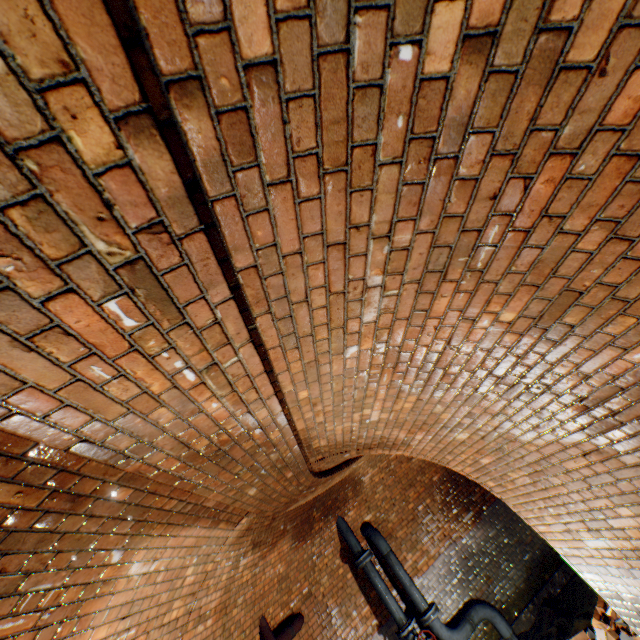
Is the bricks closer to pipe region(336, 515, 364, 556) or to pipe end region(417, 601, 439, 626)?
pipe end region(417, 601, 439, 626)

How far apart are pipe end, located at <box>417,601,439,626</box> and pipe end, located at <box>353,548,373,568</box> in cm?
128

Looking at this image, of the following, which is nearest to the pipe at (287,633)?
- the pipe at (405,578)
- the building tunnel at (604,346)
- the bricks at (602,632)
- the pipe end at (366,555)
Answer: the building tunnel at (604,346)

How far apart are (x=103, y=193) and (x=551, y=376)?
2.46m

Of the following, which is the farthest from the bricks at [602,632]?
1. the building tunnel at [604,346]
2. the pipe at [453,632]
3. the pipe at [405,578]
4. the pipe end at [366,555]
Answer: the pipe end at [366,555]

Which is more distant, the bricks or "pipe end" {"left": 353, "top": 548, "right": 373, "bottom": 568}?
"pipe end" {"left": 353, "top": 548, "right": 373, "bottom": 568}

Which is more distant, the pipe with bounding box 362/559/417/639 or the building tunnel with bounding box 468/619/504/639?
the building tunnel with bounding box 468/619/504/639

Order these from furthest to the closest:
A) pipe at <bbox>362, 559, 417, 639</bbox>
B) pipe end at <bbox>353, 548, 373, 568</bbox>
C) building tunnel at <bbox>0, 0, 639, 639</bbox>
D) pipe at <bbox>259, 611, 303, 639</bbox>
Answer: pipe end at <bbox>353, 548, 373, 568</bbox>, pipe at <bbox>362, 559, 417, 639</bbox>, pipe at <bbox>259, 611, 303, 639</bbox>, building tunnel at <bbox>0, 0, 639, 639</bbox>
